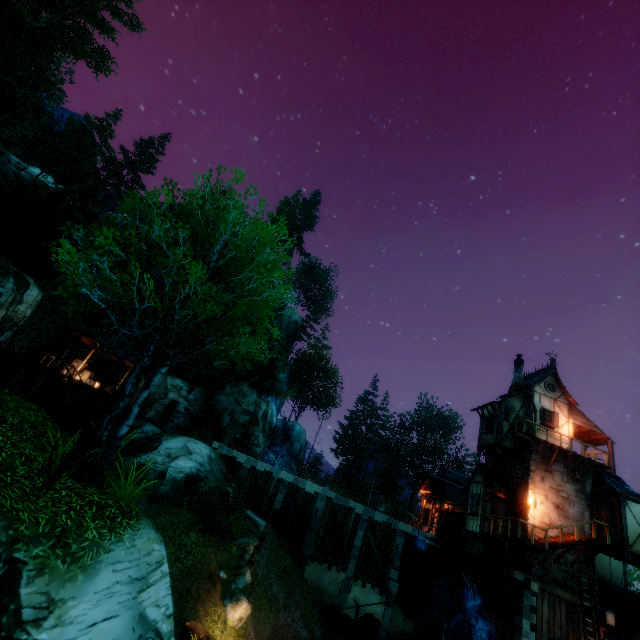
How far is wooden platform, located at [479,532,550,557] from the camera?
16.80m

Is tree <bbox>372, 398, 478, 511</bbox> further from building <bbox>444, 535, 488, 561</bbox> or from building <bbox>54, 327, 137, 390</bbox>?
building <bbox>54, 327, 137, 390</bbox>

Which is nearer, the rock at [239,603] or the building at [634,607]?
the rock at [239,603]

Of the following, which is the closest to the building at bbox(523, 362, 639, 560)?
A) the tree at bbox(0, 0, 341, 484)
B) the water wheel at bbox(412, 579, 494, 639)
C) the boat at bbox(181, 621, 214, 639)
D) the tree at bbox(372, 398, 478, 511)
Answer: the water wheel at bbox(412, 579, 494, 639)

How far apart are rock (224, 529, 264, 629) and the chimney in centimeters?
2086cm

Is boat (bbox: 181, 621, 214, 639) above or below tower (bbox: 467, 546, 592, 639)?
below

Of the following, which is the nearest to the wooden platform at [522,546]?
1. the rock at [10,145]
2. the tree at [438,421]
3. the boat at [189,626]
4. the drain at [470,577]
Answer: the drain at [470,577]

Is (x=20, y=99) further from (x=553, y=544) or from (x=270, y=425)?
(x=553, y=544)
